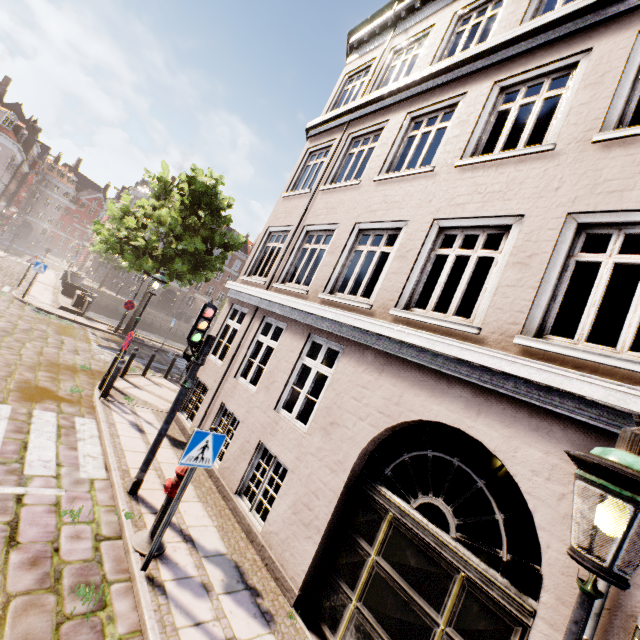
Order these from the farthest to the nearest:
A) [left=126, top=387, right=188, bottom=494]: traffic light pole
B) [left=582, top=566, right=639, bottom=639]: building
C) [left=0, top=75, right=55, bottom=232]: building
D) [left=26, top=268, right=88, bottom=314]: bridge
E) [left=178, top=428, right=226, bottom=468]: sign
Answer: [left=0, top=75, right=55, bottom=232]: building
[left=26, top=268, right=88, bottom=314]: bridge
[left=126, top=387, right=188, bottom=494]: traffic light pole
[left=178, top=428, right=226, bottom=468]: sign
[left=582, top=566, right=639, bottom=639]: building

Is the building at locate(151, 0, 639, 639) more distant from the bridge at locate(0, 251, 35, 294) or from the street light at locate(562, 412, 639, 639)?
the street light at locate(562, 412, 639, 639)

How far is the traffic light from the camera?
5.56m

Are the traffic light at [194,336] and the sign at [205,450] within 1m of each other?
no

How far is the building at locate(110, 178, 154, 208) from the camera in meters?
44.5

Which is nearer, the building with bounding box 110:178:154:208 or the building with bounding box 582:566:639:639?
the building with bounding box 582:566:639:639

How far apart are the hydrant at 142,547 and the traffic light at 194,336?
1.6m

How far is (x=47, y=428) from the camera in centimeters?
638cm
